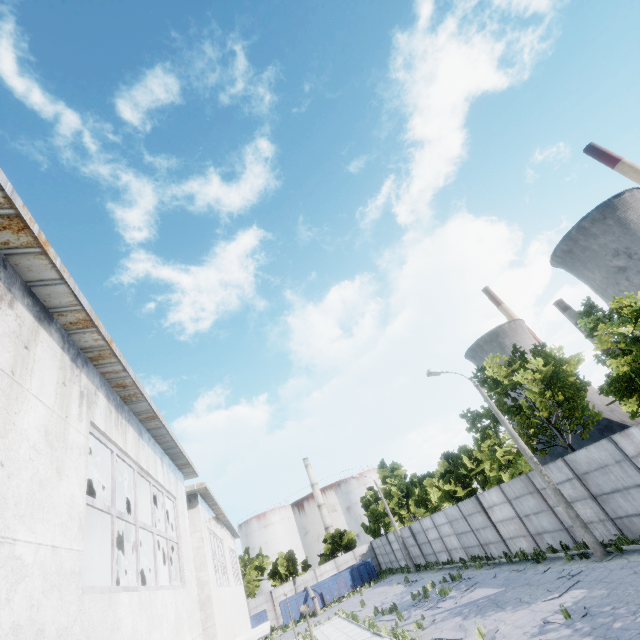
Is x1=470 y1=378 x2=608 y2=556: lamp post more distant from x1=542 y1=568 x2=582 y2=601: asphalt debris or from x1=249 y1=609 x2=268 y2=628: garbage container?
x1=249 y1=609 x2=268 y2=628: garbage container

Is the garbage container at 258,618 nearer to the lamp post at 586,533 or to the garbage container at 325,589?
the garbage container at 325,589

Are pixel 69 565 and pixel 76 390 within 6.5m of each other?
yes

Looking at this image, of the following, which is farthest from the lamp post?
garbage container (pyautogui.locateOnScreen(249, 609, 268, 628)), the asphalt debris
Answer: garbage container (pyautogui.locateOnScreen(249, 609, 268, 628))

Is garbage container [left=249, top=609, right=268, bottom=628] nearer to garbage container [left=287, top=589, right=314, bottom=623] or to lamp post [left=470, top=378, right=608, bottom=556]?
garbage container [left=287, top=589, right=314, bottom=623]

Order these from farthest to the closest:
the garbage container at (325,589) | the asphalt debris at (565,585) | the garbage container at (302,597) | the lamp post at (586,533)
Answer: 1. the garbage container at (325,589)
2. the garbage container at (302,597)
3. the lamp post at (586,533)
4. the asphalt debris at (565,585)

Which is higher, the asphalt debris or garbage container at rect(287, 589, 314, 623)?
garbage container at rect(287, 589, 314, 623)
